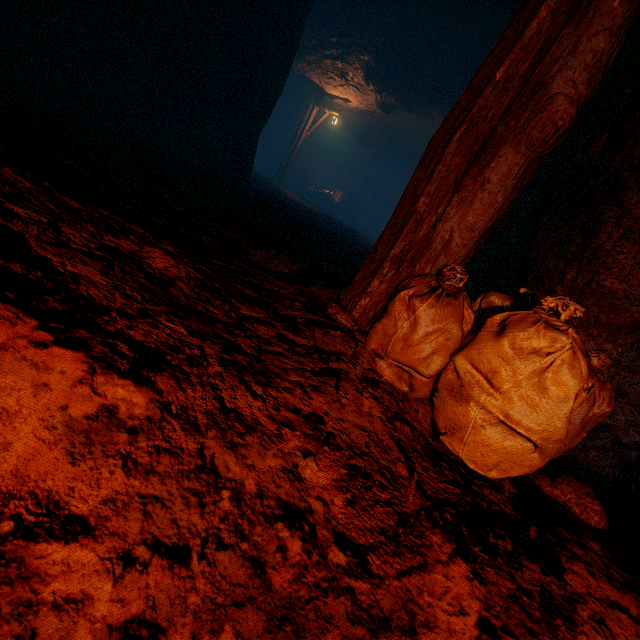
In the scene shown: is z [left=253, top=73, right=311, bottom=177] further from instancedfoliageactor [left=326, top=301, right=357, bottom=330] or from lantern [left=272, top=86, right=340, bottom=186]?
instancedfoliageactor [left=326, top=301, right=357, bottom=330]

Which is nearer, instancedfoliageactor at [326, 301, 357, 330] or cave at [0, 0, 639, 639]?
cave at [0, 0, 639, 639]

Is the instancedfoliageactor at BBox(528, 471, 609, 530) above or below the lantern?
below

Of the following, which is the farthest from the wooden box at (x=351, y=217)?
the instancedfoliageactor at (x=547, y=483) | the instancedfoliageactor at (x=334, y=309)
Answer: the instancedfoliageactor at (x=547, y=483)

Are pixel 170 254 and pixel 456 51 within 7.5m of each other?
no

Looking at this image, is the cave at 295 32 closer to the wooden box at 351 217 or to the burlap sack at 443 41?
the burlap sack at 443 41

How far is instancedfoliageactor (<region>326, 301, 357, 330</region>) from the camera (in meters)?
1.81

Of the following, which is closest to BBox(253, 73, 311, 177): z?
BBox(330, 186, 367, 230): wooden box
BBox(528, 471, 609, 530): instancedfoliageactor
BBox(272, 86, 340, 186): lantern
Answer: BBox(330, 186, 367, 230): wooden box
